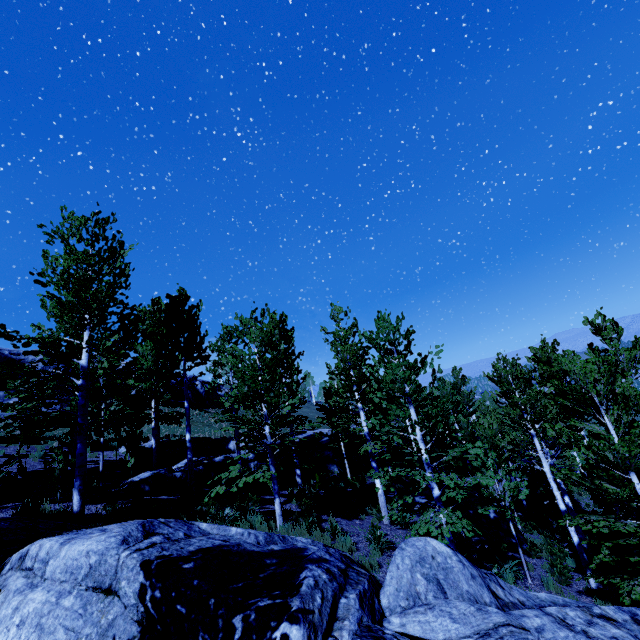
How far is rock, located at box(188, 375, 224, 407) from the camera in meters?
48.9 m

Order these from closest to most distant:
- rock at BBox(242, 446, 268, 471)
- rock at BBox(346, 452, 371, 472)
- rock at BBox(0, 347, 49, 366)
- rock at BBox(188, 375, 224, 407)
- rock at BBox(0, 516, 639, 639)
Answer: rock at BBox(0, 516, 639, 639) → rock at BBox(242, 446, 268, 471) → rock at BBox(346, 452, 371, 472) → rock at BBox(0, 347, 49, 366) → rock at BBox(188, 375, 224, 407)

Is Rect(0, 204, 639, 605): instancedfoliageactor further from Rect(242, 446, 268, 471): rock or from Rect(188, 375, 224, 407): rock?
Rect(188, 375, 224, 407): rock

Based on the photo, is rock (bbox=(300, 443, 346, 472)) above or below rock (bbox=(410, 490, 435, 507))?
above

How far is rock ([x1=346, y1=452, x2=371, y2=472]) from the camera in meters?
24.6

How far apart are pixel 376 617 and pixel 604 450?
8.80m

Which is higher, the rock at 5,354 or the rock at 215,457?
the rock at 5,354

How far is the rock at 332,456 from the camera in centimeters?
2323cm
